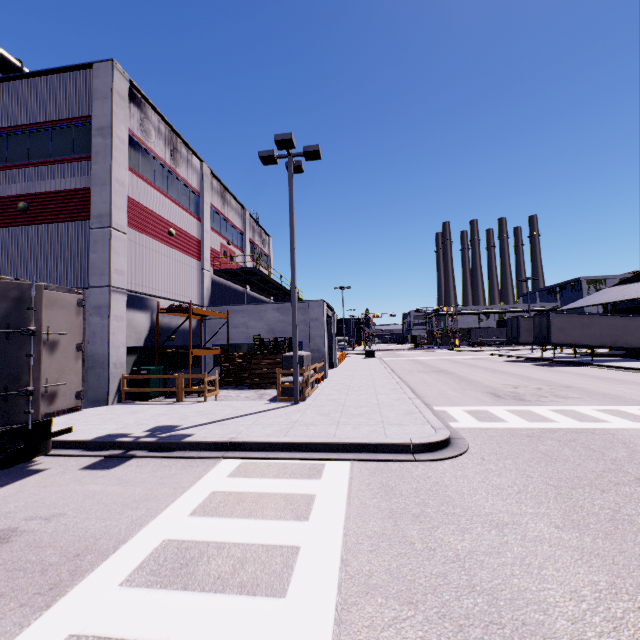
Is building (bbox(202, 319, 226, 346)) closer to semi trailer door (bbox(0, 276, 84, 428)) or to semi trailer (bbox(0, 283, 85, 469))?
semi trailer (bbox(0, 283, 85, 469))

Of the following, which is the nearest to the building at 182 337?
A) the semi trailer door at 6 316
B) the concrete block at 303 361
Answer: the concrete block at 303 361

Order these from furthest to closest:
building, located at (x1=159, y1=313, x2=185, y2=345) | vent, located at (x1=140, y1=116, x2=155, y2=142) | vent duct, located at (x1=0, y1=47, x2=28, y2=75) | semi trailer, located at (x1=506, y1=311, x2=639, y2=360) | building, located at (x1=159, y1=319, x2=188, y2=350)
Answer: semi trailer, located at (x1=506, y1=311, x2=639, y2=360)
building, located at (x1=159, y1=319, x2=188, y2=350)
building, located at (x1=159, y1=313, x2=185, y2=345)
vent, located at (x1=140, y1=116, x2=155, y2=142)
vent duct, located at (x1=0, y1=47, x2=28, y2=75)

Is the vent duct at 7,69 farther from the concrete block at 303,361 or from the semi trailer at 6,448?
the concrete block at 303,361

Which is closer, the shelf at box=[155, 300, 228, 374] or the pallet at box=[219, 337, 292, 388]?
the shelf at box=[155, 300, 228, 374]

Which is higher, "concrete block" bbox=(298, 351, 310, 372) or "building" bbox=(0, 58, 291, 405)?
"building" bbox=(0, 58, 291, 405)

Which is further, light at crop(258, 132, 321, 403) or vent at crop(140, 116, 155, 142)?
vent at crop(140, 116, 155, 142)

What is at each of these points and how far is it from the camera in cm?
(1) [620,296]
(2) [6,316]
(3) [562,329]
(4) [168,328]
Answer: (1) building, 3294
(2) semi trailer door, 570
(3) semi trailer, 2716
(4) building, 1761
